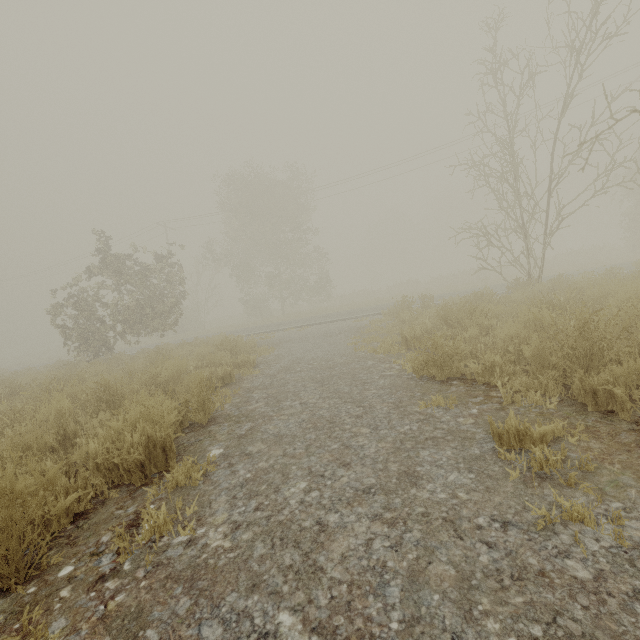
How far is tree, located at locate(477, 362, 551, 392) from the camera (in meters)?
3.23

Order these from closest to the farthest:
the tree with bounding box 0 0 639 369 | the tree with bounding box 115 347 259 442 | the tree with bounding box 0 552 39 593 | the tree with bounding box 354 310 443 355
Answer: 1. the tree with bounding box 0 552 39 593
2. the tree with bounding box 115 347 259 442
3. the tree with bounding box 354 310 443 355
4. the tree with bounding box 0 0 639 369

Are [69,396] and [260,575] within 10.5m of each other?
yes

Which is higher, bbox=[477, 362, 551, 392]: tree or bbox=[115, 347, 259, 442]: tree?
bbox=[115, 347, 259, 442]: tree

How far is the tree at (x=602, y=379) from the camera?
2.5 meters

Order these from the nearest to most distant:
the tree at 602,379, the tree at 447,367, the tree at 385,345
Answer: the tree at 602,379 < the tree at 447,367 < the tree at 385,345

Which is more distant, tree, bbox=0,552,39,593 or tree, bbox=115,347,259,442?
tree, bbox=115,347,259,442
